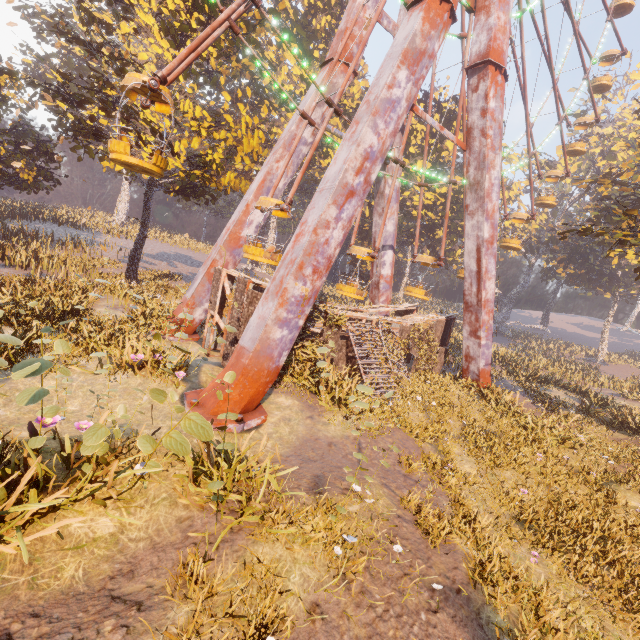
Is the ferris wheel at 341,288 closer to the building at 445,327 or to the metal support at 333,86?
the metal support at 333,86

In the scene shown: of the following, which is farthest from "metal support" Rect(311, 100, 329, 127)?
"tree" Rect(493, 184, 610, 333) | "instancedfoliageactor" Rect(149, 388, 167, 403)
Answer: "tree" Rect(493, 184, 610, 333)

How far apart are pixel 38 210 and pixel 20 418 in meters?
43.3

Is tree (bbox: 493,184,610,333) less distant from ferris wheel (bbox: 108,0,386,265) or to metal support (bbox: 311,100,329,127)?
ferris wheel (bbox: 108,0,386,265)

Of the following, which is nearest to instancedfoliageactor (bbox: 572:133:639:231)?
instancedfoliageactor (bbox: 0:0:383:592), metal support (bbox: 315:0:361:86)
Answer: metal support (bbox: 315:0:361:86)

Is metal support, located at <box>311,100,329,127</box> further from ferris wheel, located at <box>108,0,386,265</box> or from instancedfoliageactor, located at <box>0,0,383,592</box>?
instancedfoliageactor, located at <box>0,0,383,592</box>

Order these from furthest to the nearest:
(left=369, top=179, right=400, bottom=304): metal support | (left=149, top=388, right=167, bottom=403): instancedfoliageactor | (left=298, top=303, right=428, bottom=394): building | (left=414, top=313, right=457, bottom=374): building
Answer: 1. (left=369, top=179, right=400, bottom=304): metal support
2. (left=414, top=313, right=457, bottom=374): building
3. (left=298, top=303, right=428, bottom=394): building
4. (left=149, top=388, right=167, bottom=403): instancedfoliageactor

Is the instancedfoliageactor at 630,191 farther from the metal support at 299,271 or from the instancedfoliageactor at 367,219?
the instancedfoliageactor at 367,219
